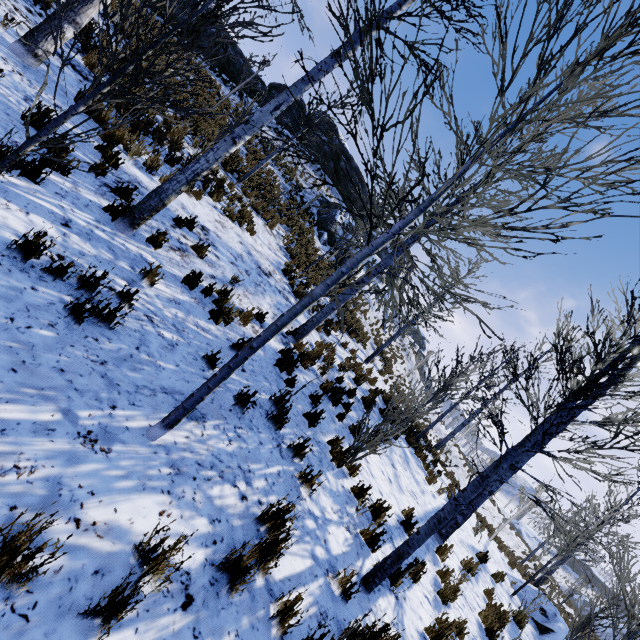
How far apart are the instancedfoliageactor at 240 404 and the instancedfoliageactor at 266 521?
1.3 meters

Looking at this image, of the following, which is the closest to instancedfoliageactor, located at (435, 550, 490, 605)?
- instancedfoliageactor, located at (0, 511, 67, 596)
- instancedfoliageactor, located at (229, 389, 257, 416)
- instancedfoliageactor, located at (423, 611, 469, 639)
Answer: instancedfoliageactor, located at (423, 611, 469, 639)

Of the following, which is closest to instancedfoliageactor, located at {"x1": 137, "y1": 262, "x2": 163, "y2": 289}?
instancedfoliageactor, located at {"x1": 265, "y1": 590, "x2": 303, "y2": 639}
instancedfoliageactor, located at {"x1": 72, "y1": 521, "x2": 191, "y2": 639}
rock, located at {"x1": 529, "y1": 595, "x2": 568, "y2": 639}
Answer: instancedfoliageactor, located at {"x1": 265, "y1": 590, "x2": 303, "y2": 639}

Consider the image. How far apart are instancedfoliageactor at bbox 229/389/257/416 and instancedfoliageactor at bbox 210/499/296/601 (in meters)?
1.28

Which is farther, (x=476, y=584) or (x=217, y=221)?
(x=217, y=221)

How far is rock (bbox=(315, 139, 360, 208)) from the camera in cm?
2964

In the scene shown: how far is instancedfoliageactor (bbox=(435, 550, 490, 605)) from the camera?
5.77m

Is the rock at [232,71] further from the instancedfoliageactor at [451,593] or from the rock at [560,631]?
Result: the rock at [560,631]
